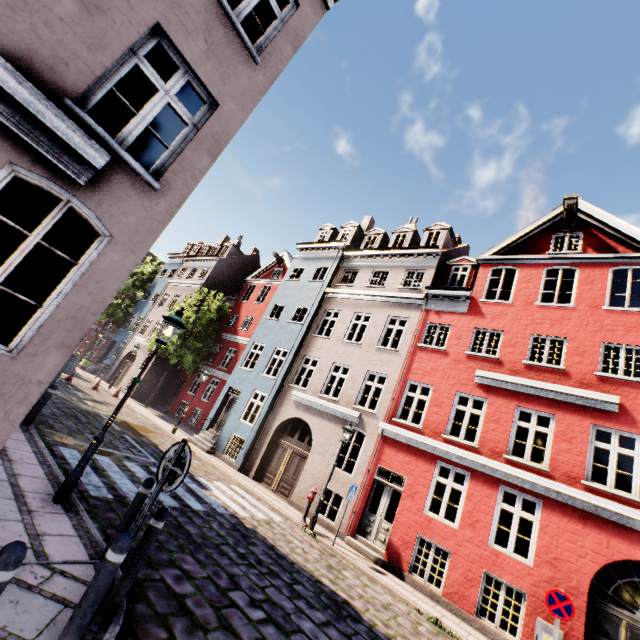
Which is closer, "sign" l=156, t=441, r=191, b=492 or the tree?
"sign" l=156, t=441, r=191, b=492

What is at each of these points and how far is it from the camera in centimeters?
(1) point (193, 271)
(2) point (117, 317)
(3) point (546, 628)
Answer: (1) building, 3066cm
(2) tree, 3181cm
(3) electrical box, 790cm

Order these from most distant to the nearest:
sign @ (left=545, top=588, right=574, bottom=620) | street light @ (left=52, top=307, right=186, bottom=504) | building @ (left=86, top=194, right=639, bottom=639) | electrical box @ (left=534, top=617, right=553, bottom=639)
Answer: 1. building @ (left=86, top=194, right=639, bottom=639)
2. electrical box @ (left=534, top=617, right=553, bottom=639)
3. sign @ (left=545, top=588, right=574, bottom=620)
4. street light @ (left=52, top=307, right=186, bottom=504)

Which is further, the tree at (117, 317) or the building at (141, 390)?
the tree at (117, 317)

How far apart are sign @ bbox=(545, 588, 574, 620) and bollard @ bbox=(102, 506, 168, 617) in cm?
875

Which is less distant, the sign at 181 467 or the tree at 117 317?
the sign at 181 467

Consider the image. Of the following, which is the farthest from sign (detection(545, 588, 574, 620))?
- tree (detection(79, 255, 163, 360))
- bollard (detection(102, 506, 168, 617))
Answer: tree (detection(79, 255, 163, 360))

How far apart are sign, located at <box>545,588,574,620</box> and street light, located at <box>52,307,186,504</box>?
10.1m
